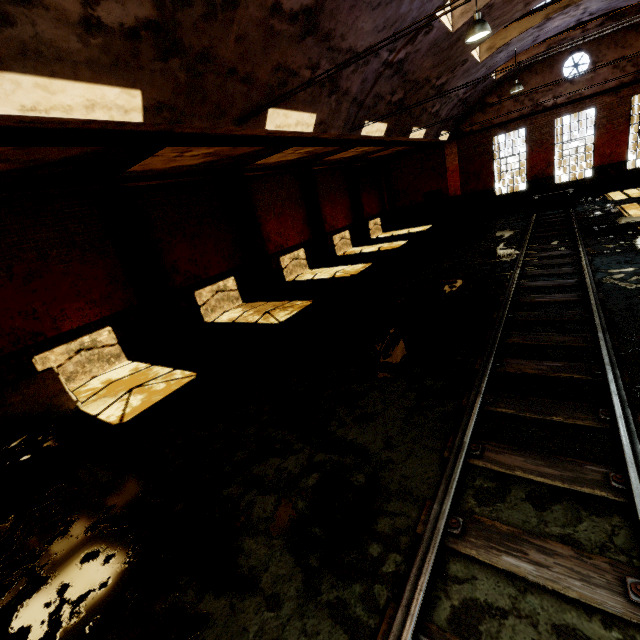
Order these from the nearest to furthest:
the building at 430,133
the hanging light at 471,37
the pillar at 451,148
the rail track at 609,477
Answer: the rail track at 609,477 → the hanging light at 471,37 → the building at 430,133 → the pillar at 451,148

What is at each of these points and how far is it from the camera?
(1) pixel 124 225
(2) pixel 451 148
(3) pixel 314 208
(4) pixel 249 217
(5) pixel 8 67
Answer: (1) pillar, 9.7m
(2) pillar, 21.5m
(3) pillar, 17.3m
(4) pillar, 13.7m
(5) building, 3.8m

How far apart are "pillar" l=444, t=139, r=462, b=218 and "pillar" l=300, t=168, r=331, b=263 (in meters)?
10.55

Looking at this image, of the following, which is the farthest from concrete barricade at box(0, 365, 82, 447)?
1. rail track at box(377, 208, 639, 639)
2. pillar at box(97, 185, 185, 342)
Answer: rail track at box(377, 208, 639, 639)

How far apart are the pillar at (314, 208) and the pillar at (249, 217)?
4.22m

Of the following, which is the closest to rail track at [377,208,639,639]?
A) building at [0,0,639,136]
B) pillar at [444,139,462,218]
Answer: building at [0,0,639,136]

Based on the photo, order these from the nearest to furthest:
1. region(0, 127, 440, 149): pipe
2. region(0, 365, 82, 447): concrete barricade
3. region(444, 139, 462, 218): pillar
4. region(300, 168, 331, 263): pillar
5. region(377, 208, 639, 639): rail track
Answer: region(377, 208, 639, 639): rail track → region(0, 127, 440, 149): pipe → region(0, 365, 82, 447): concrete barricade → region(300, 168, 331, 263): pillar → region(444, 139, 462, 218): pillar

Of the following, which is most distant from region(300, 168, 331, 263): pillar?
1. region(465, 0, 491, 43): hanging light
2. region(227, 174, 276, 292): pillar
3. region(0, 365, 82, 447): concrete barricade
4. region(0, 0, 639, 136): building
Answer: region(0, 365, 82, 447): concrete barricade
